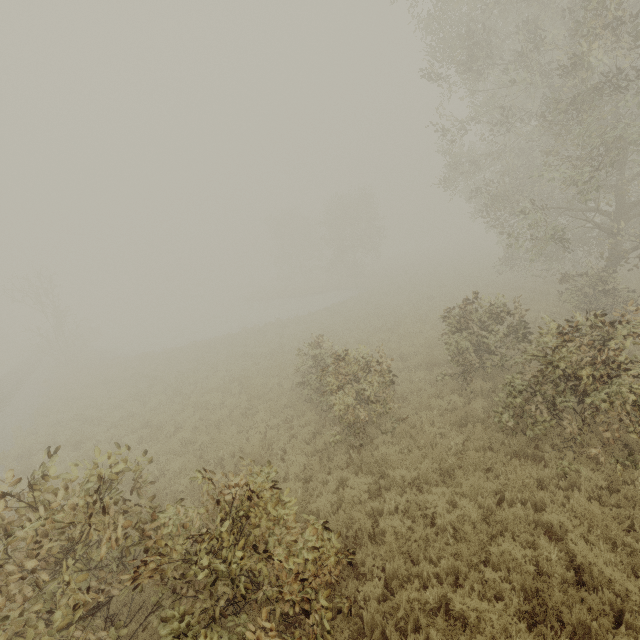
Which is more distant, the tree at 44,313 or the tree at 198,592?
the tree at 44,313

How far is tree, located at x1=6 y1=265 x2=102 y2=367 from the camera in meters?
26.5 m

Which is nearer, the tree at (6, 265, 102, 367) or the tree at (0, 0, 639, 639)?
the tree at (0, 0, 639, 639)

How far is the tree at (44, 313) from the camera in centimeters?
2650cm

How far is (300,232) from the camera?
50.22m
